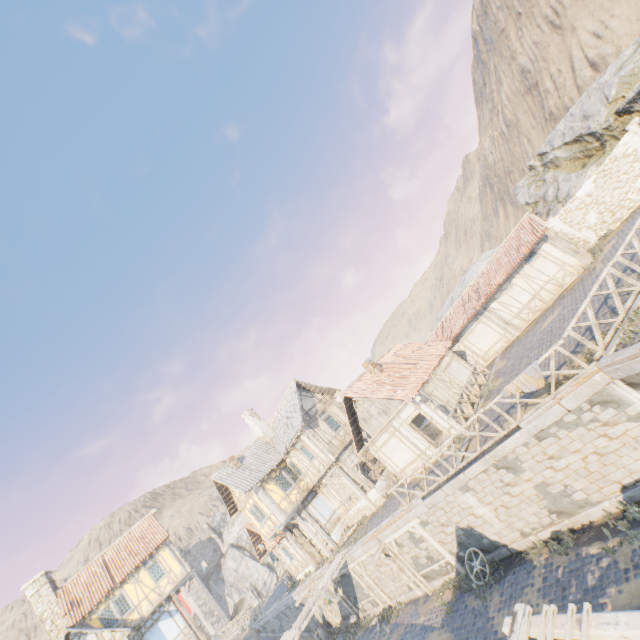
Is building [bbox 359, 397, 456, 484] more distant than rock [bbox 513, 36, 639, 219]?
No

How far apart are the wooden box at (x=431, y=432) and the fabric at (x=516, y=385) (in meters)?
10.94

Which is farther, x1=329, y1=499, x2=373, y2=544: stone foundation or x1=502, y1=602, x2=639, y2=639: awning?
x1=329, y1=499, x2=373, y2=544: stone foundation

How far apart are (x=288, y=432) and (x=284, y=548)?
11.4m

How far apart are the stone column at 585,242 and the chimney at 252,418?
25.5 meters

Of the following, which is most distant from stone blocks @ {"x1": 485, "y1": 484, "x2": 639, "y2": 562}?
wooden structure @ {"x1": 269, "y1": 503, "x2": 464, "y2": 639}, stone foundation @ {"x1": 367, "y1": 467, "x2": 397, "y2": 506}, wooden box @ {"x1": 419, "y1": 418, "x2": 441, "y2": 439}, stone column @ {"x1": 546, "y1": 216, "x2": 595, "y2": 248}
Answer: stone column @ {"x1": 546, "y1": 216, "x2": 595, "y2": 248}

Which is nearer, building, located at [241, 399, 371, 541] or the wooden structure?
the wooden structure

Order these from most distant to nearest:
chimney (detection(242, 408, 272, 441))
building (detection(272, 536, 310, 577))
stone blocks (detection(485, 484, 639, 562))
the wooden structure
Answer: chimney (detection(242, 408, 272, 441)), building (detection(272, 536, 310, 577)), the wooden structure, stone blocks (detection(485, 484, 639, 562))
